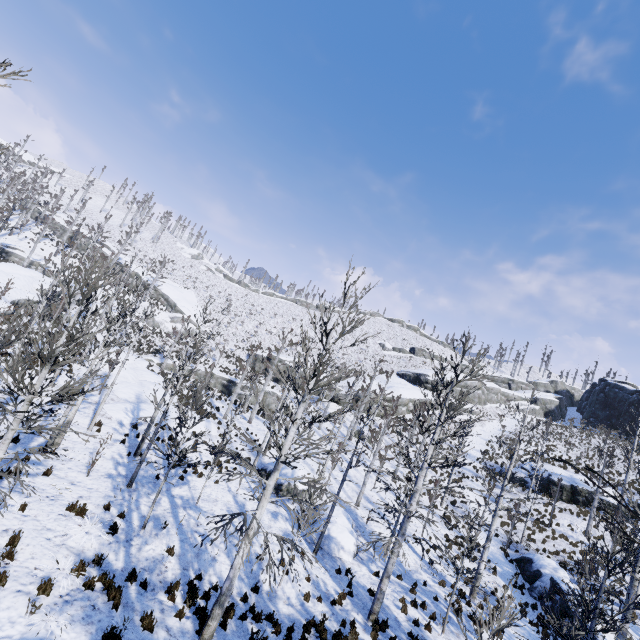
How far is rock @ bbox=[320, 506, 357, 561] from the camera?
16.8 meters

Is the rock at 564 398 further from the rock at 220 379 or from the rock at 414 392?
the rock at 220 379

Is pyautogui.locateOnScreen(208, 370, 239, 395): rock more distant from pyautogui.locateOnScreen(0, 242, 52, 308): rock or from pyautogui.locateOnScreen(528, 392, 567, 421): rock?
pyautogui.locateOnScreen(528, 392, 567, 421): rock

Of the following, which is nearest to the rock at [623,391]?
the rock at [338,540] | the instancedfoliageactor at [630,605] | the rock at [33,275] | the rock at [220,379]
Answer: the instancedfoliageactor at [630,605]

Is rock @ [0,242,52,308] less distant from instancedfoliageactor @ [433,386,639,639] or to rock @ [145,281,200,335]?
rock @ [145,281,200,335]

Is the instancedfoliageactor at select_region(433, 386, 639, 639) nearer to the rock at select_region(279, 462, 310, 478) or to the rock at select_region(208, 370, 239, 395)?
the rock at select_region(279, 462, 310, 478)

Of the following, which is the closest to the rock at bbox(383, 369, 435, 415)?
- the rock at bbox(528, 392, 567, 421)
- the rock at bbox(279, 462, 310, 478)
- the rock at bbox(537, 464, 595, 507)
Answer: the rock at bbox(528, 392, 567, 421)

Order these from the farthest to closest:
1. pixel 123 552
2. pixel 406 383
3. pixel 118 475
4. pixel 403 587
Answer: pixel 406 383
pixel 403 587
pixel 118 475
pixel 123 552
